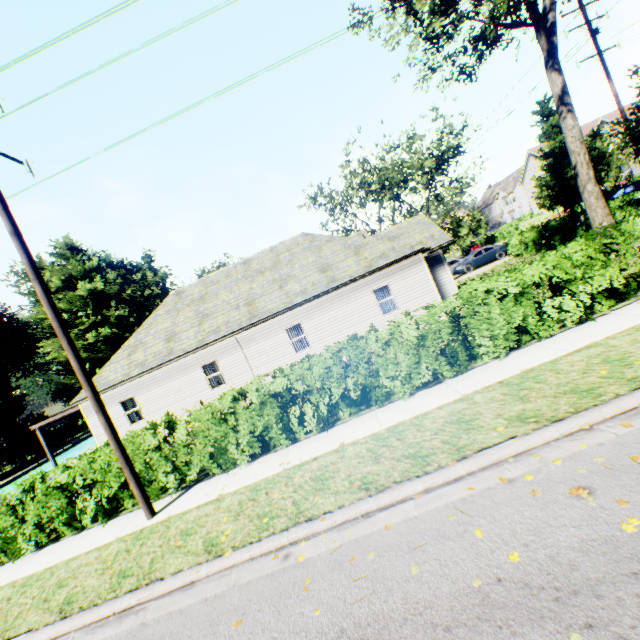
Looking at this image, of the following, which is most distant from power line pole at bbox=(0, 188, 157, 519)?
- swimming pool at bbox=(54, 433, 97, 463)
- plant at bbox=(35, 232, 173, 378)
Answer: plant at bbox=(35, 232, 173, 378)

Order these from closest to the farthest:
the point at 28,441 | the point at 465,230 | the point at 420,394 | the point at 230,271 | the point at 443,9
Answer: the point at 420,394 → the point at 443,9 → the point at 230,271 → the point at 28,441 → the point at 465,230

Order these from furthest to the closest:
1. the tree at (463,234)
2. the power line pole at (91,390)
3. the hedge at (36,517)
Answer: the tree at (463,234)
the hedge at (36,517)
the power line pole at (91,390)

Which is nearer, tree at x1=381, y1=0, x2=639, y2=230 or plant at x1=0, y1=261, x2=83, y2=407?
tree at x1=381, y1=0, x2=639, y2=230

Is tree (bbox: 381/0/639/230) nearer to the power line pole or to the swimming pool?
the swimming pool

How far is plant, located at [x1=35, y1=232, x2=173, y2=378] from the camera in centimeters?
4056cm

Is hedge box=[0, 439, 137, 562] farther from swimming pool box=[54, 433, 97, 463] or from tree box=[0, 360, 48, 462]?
Answer: swimming pool box=[54, 433, 97, 463]

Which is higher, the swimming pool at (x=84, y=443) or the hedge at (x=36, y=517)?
the hedge at (x=36, y=517)
